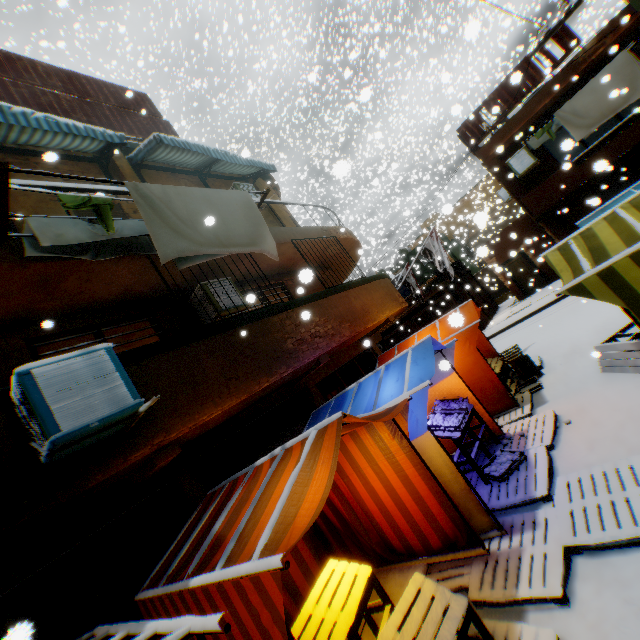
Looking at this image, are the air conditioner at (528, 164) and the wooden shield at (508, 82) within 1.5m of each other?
yes

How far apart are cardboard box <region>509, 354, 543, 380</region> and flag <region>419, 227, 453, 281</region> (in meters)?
2.71

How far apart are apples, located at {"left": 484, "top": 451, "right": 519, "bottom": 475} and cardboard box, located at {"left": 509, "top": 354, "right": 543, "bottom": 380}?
2.80m

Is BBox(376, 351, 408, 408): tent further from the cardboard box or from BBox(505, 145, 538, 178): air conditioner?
BBox(505, 145, 538, 178): air conditioner

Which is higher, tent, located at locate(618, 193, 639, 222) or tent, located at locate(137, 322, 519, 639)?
tent, located at locate(618, 193, 639, 222)

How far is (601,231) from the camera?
4.5 meters

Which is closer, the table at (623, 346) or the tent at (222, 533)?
the tent at (222, 533)

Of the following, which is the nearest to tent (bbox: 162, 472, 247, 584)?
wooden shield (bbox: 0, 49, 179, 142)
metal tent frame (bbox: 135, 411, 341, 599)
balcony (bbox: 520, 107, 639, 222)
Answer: metal tent frame (bbox: 135, 411, 341, 599)
